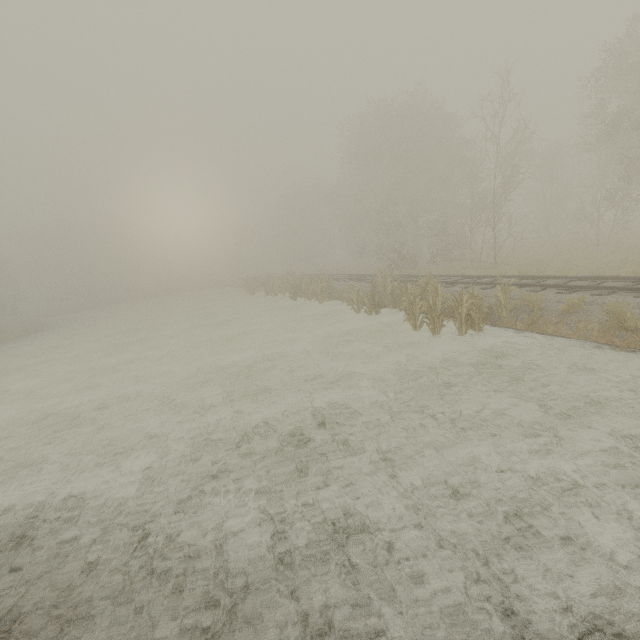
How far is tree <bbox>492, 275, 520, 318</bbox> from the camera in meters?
10.2 m

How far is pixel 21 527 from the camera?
5.10m

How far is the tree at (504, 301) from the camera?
10.21m
